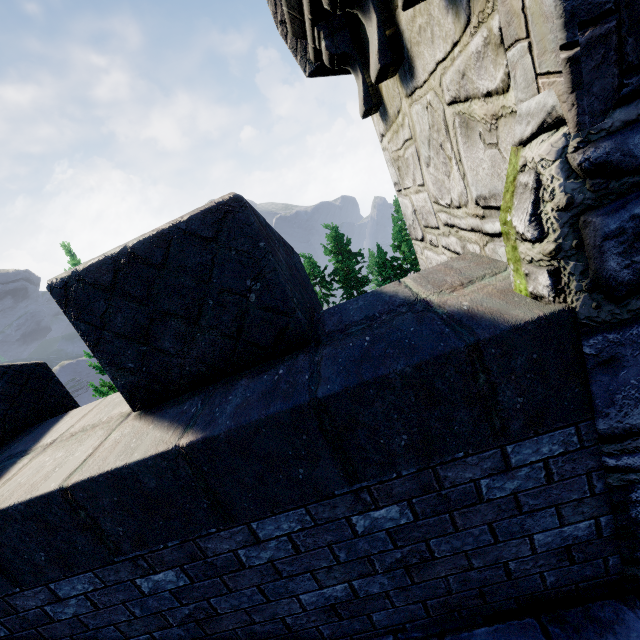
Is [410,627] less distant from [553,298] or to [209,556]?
[209,556]
